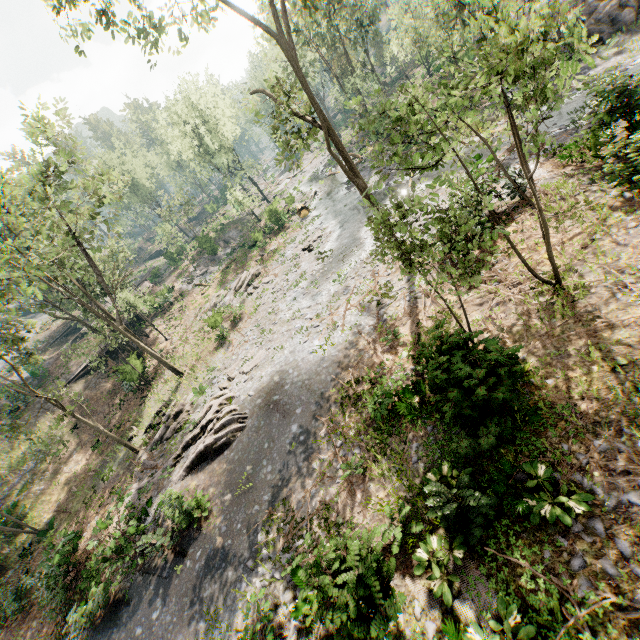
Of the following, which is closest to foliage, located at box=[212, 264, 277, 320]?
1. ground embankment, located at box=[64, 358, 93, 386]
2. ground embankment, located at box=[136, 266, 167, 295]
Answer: ground embankment, located at box=[136, 266, 167, 295]

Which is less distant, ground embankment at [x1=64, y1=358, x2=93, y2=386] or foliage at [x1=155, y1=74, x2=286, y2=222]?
ground embankment at [x1=64, y1=358, x2=93, y2=386]

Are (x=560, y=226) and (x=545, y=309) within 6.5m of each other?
yes

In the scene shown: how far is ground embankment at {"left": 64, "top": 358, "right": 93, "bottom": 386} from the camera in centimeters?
3138cm

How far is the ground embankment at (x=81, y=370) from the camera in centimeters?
3138cm

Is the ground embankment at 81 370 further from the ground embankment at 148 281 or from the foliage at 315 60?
the ground embankment at 148 281

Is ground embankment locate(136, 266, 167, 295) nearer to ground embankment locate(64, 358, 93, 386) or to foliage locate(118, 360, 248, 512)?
foliage locate(118, 360, 248, 512)
